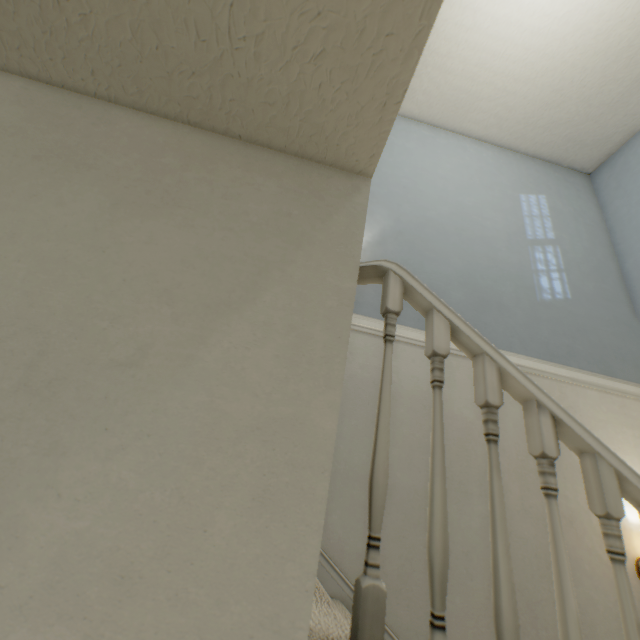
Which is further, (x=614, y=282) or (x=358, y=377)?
(x=614, y=282)
